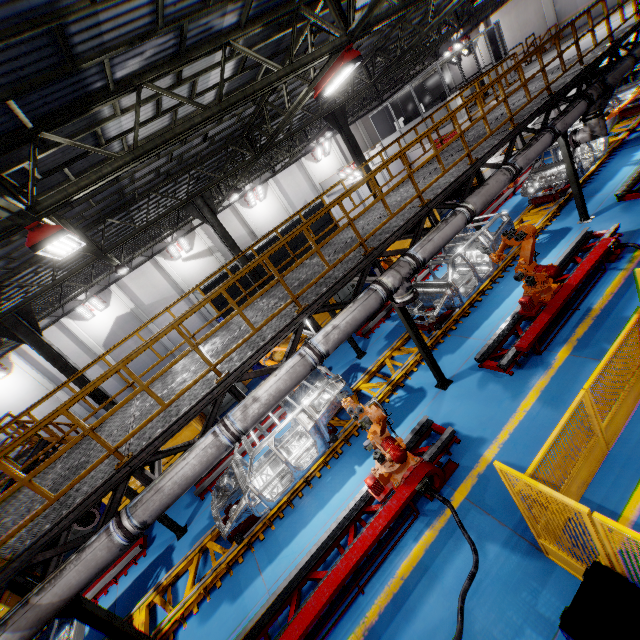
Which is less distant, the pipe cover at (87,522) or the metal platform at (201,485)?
the pipe cover at (87,522)

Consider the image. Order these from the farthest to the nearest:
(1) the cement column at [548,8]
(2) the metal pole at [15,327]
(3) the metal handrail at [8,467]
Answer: (1) the cement column at [548,8] → (2) the metal pole at [15,327] → (3) the metal handrail at [8,467]

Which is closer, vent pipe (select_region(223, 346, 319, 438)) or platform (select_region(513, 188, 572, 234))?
vent pipe (select_region(223, 346, 319, 438))

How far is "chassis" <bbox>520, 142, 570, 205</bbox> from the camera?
12.42m

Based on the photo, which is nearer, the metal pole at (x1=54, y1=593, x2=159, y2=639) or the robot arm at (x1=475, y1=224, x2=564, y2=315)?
the metal pole at (x1=54, y1=593, x2=159, y2=639)

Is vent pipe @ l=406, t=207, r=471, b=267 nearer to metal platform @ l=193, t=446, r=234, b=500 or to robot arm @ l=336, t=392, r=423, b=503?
robot arm @ l=336, t=392, r=423, b=503

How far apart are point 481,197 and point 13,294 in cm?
1823

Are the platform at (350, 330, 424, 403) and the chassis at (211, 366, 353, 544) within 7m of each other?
yes
